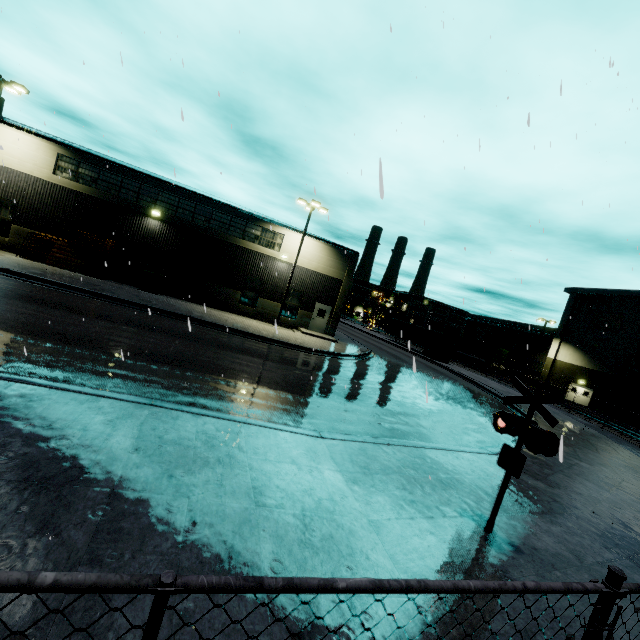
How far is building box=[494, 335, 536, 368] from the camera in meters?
52.7 m

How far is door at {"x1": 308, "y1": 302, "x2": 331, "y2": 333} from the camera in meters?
27.9 m

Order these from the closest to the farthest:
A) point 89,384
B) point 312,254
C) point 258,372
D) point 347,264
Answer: point 89,384 < point 258,372 < point 312,254 < point 347,264

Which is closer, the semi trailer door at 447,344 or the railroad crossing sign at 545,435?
the railroad crossing sign at 545,435

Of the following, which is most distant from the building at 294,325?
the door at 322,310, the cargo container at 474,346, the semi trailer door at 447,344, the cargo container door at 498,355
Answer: the semi trailer door at 447,344

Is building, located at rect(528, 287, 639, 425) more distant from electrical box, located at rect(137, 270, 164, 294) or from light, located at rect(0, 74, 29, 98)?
light, located at rect(0, 74, 29, 98)

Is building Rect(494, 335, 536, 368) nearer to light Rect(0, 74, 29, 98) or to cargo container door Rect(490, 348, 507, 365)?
cargo container door Rect(490, 348, 507, 365)

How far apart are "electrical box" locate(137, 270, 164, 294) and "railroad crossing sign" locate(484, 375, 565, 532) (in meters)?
23.10
